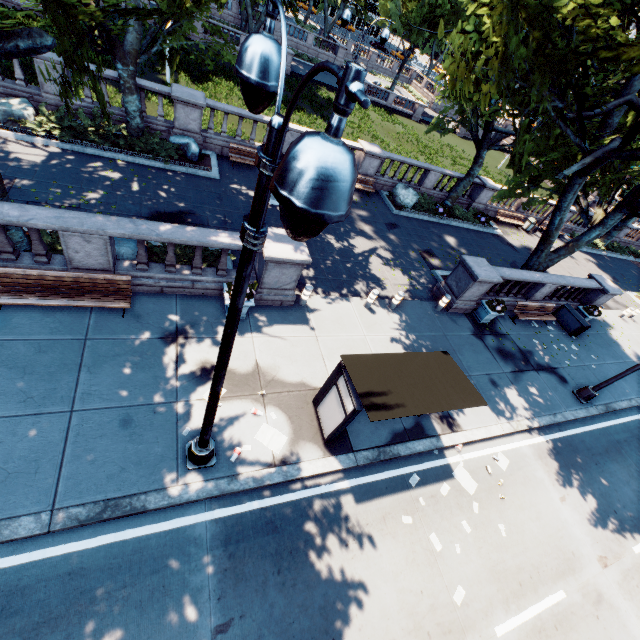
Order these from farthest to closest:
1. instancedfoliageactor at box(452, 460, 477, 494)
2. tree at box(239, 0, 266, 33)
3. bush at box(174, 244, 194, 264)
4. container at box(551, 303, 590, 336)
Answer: tree at box(239, 0, 266, 33) → container at box(551, 303, 590, 336) → bush at box(174, 244, 194, 264) → instancedfoliageactor at box(452, 460, 477, 494)

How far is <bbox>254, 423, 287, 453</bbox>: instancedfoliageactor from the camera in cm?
774

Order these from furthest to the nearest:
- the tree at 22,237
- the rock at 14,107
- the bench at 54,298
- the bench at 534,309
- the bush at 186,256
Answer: the bench at 534,309 < the rock at 14,107 < the bush at 186,256 < the tree at 22,237 < the bench at 54,298

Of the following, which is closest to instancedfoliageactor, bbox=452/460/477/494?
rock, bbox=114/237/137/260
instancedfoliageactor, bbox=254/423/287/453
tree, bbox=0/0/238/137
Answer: instancedfoliageactor, bbox=254/423/287/453

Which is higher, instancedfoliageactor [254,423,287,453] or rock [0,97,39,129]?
rock [0,97,39,129]

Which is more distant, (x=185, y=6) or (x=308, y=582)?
(x=185, y=6)

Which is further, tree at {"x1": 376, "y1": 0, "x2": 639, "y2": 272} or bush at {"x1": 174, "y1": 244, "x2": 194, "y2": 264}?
bush at {"x1": 174, "y1": 244, "x2": 194, "y2": 264}

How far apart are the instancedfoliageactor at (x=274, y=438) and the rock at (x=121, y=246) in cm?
597
